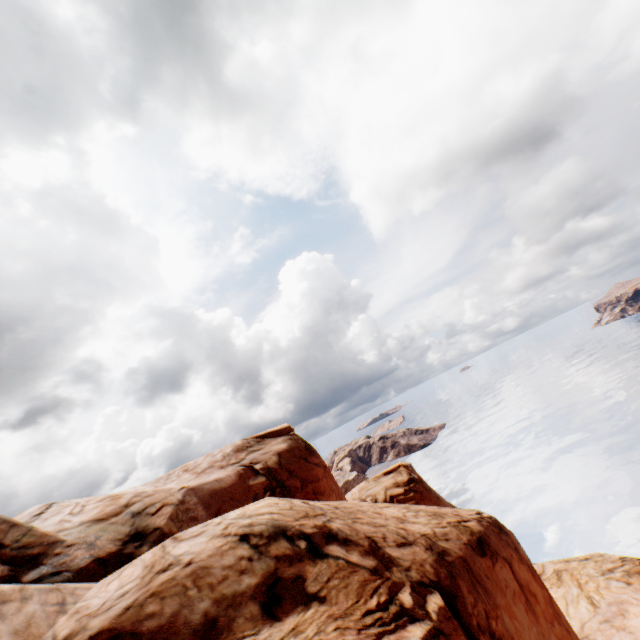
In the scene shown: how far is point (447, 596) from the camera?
7.0 meters
